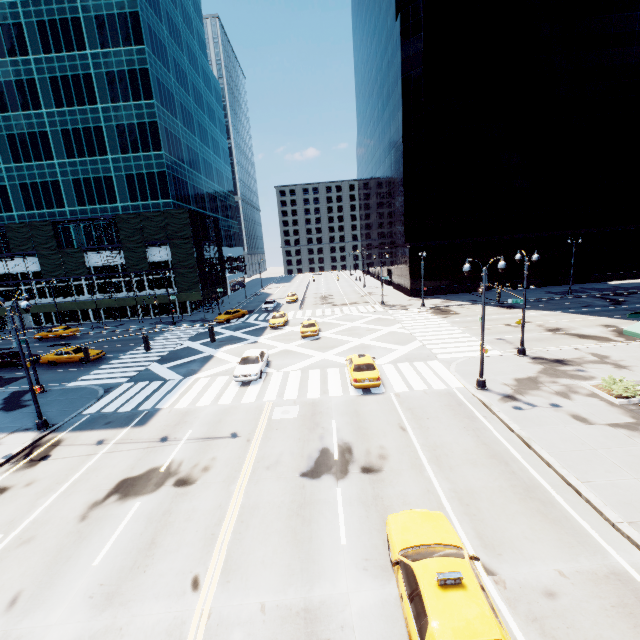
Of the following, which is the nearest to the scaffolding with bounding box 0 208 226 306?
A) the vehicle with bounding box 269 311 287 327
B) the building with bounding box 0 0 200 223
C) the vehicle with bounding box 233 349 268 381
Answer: the building with bounding box 0 0 200 223

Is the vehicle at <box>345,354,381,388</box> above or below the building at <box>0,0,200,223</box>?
below

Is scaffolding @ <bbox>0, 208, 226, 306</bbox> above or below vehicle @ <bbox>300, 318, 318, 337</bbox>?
above

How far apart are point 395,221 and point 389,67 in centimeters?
2483cm

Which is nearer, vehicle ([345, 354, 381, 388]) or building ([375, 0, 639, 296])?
vehicle ([345, 354, 381, 388])

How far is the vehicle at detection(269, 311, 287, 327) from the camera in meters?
37.8 m

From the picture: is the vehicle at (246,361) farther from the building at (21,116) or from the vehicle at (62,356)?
the building at (21,116)

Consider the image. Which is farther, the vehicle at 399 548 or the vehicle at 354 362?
the vehicle at 354 362
